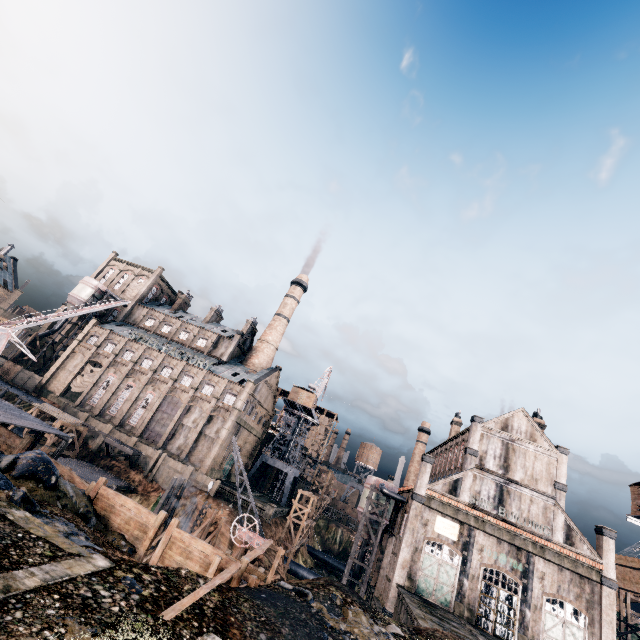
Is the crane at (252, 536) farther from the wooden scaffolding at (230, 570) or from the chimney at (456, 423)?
the chimney at (456, 423)

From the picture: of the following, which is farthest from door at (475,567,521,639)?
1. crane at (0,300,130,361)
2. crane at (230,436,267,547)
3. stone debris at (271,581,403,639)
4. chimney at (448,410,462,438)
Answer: crane at (0,300,130,361)

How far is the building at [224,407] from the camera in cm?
5138

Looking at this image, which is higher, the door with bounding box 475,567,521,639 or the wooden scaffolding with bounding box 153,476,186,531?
the door with bounding box 475,567,521,639

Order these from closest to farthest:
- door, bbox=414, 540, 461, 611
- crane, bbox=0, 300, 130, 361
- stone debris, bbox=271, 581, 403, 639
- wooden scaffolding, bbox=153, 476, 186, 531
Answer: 1. stone debris, bbox=271, 581, 403, 639
2. crane, bbox=0, 300, 130, 361
3. door, bbox=414, 540, 461, 611
4. wooden scaffolding, bbox=153, 476, 186, 531

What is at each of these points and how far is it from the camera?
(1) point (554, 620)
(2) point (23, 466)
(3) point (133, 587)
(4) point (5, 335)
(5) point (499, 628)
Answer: (1) door, 31.5m
(2) stone debris, 15.7m
(3) stone debris, 10.3m
(4) crane, 23.0m
(5) door, 31.5m

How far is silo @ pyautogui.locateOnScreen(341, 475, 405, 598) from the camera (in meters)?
41.09

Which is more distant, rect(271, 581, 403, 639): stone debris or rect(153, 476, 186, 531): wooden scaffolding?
rect(153, 476, 186, 531): wooden scaffolding
